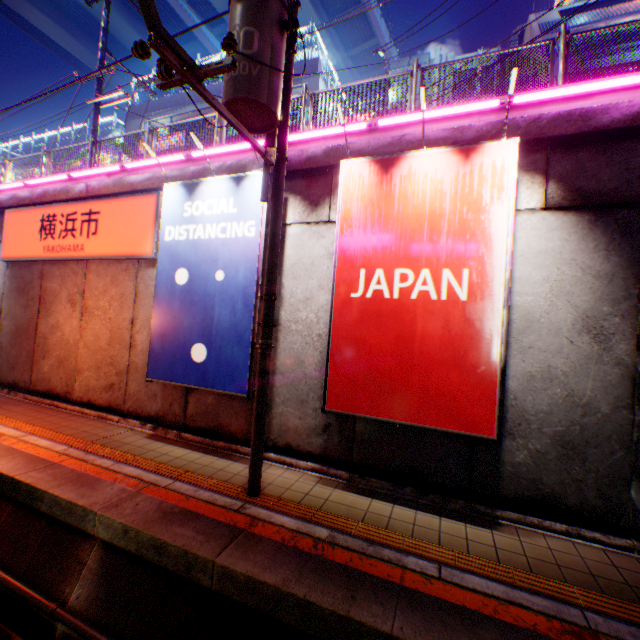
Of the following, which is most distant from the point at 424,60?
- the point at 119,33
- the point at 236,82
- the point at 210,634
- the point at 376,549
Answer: the point at 119,33

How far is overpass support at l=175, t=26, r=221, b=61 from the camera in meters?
33.2 m

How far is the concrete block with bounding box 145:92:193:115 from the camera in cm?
2277

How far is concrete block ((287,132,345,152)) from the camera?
6.8m

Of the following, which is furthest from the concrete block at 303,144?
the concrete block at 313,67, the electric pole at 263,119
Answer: the concrete block at 313,67

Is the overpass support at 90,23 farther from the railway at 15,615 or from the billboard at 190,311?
the billboard at 190,311

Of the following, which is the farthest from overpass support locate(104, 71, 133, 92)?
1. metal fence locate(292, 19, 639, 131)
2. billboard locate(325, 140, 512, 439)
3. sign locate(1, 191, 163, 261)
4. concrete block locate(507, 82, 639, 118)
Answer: sign locate(1, 191, 163, 261)
